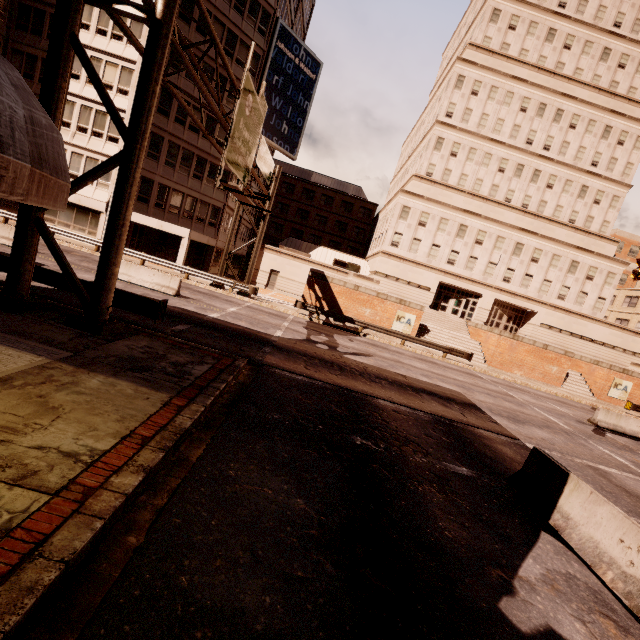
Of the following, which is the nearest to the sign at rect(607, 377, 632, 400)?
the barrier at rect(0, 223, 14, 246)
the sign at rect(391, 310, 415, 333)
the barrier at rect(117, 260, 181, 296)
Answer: the sign at rect(391, 310, 415, 333)

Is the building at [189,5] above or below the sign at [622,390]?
above

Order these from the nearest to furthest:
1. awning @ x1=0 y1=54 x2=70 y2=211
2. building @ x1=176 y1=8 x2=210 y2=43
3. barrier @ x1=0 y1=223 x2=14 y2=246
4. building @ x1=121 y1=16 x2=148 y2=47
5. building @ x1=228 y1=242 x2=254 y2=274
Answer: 1. awning @ x1=0 y1=54 x2=70 y2=211
2. barrier @ x1=0 y1=223 x2=14 y2=246
3. building @ x1=121 y1=16 x2=148 y2=47
4. building @ x1=176 y1=8 x2=210 y2=43
5. building @ x1=228 y1=242 x2=254 y2=274

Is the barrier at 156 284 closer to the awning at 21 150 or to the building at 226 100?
the building at 226 100

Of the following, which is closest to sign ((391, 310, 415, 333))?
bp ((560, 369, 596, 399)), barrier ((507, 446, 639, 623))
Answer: bp ((560, 369, 596, 399))

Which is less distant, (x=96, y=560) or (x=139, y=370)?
(x=96, y=560)

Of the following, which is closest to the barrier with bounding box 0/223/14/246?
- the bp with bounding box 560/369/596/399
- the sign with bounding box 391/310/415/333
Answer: the sign with bounding box 391/310/415/333

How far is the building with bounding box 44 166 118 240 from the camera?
26.6 meters
